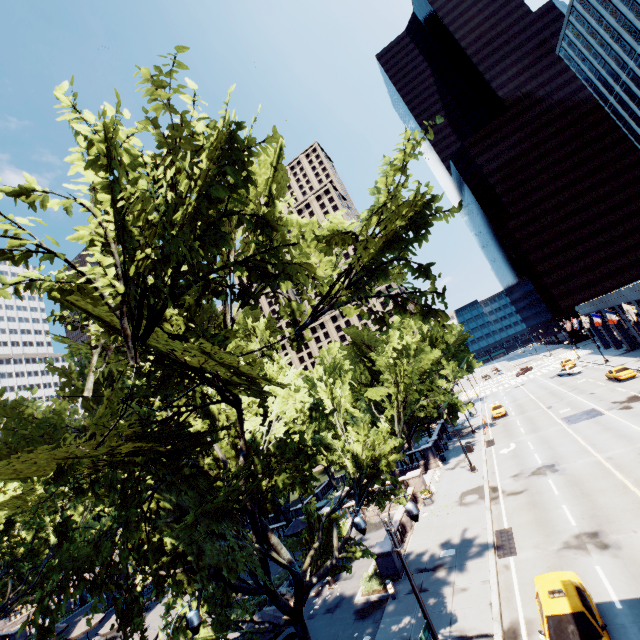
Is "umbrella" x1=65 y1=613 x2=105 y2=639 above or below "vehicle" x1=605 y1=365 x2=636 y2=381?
above

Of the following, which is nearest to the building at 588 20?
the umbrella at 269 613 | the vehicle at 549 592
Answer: the vehicle at 549 592

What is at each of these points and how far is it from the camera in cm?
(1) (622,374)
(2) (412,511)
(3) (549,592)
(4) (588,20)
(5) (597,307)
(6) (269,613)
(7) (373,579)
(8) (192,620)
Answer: (1) vehicle, 3872
(2) light, 980
(3) vehicle, 1190
(4) building, 5941
(5) building, 5650
(6) umbrella, 1630
(7) bush, 1981
(8) light, 888

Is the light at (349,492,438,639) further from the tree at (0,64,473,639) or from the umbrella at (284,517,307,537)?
the umbrella at (284,517,307,537)

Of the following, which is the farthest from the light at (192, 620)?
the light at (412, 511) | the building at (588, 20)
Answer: the building at (588, 20)

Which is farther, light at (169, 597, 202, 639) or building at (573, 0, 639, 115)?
building at (573, 0, 639, 115)

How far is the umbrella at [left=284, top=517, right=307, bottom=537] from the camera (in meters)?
28.20

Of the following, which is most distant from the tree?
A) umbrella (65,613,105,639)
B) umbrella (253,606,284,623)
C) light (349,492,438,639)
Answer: umbrella (65,613,105,639)
